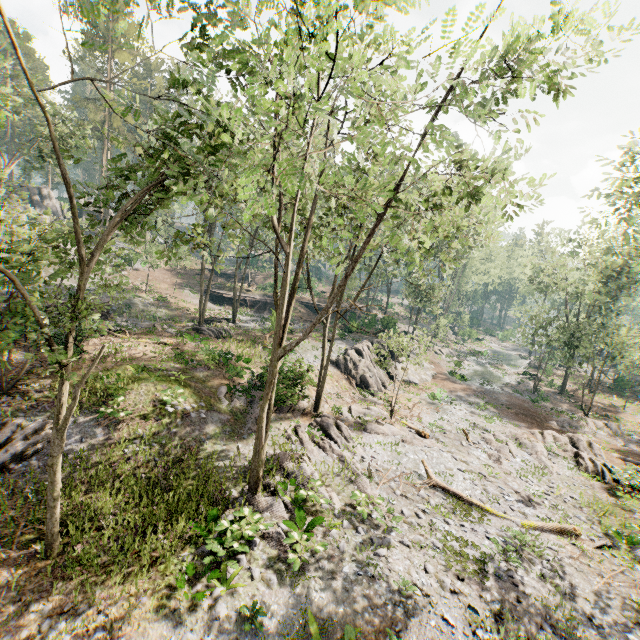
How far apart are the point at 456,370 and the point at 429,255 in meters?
29.4

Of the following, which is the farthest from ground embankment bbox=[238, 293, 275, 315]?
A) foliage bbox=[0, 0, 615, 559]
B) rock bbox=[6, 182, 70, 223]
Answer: rock bbox=[6, 182, 70, 223]

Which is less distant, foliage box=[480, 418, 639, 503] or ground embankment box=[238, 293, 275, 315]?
foliage box=[480, 418, 639, 503]

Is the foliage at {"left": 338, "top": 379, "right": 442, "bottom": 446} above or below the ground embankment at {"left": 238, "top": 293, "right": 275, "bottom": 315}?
below

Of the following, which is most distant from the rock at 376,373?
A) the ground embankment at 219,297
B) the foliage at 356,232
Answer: the ground embankment at 219,297

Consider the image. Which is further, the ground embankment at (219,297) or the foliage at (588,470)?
the ground embankment at (219,297)

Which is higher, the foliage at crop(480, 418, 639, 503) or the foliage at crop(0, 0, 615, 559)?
the foliage at crop(0, 0, 615, 559)
